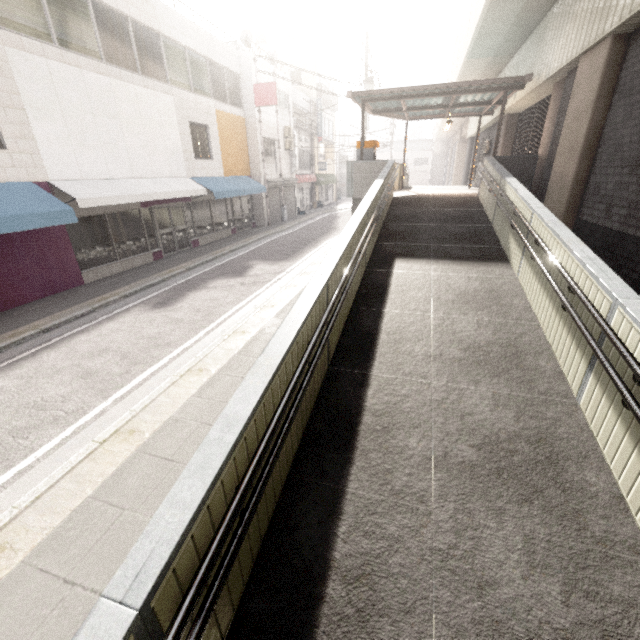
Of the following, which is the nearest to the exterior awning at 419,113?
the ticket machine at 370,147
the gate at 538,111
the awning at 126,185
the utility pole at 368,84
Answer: the ticket machine at 370,147

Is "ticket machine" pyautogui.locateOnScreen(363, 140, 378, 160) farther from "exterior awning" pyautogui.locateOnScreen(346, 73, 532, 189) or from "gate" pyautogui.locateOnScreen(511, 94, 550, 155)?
"gate" pyautogui.locateOnScreen(511, 94, 550, 155)

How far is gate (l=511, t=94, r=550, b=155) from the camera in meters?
10.9 m

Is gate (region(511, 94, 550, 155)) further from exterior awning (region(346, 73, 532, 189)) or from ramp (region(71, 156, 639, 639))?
ramp (region(71, 156, 639, 639))

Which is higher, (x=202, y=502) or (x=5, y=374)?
(x=202, y=502)

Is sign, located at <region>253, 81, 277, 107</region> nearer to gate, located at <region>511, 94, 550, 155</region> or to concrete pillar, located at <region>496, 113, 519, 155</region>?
concrete pillar, located at <region>496, 113, 519, 155</region>

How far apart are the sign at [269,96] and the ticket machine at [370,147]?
7.9 meters

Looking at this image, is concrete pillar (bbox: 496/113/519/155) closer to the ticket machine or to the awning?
the ticket machine
